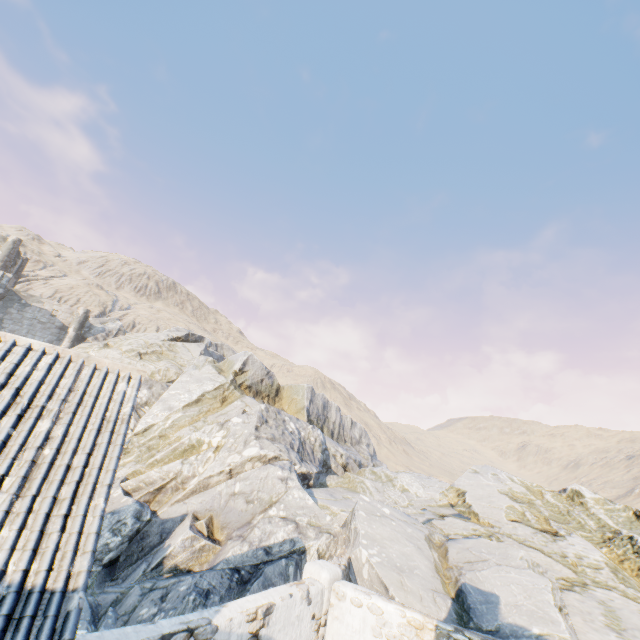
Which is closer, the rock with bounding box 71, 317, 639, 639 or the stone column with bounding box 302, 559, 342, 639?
the stone column with bounding box 302, 559, 342, 639

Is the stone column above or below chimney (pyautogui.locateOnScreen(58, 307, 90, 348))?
below

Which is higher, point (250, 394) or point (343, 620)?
point (250, 394)

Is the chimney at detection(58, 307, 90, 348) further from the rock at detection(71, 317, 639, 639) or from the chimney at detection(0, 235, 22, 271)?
the chimney at detection(0, 235, 22, 271)

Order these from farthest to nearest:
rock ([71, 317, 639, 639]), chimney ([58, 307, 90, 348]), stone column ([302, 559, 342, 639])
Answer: A: chimney ([58, 307, 90, 348]) < rock ([71, 317, 639, 639]) < stone column ([302, 559, 342, 639])

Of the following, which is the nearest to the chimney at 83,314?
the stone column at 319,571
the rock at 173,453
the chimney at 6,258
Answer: the rock at 173,453

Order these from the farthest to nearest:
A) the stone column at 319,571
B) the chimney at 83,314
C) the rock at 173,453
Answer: the chimney at 83,314, the rock at 173,453, the stone column at 319,571

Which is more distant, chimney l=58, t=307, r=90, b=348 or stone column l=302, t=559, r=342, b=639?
chimney l=58, t=307, r=90, b=348
